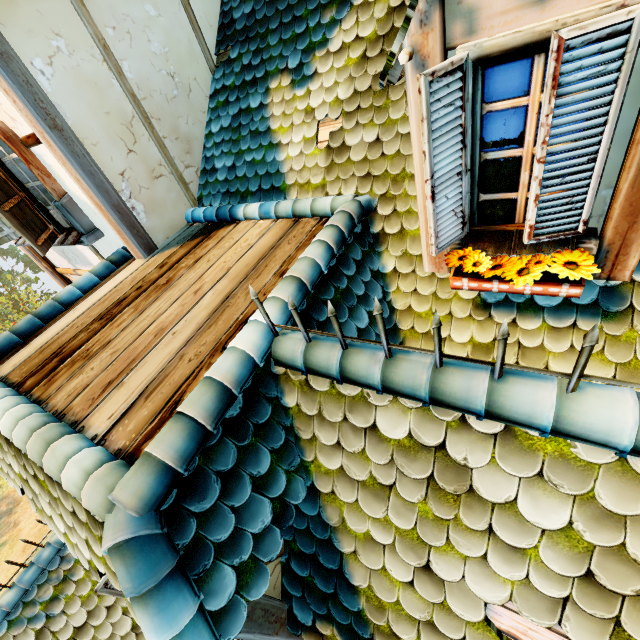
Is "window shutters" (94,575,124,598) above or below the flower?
below

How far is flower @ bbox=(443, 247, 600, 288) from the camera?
2.0 meters

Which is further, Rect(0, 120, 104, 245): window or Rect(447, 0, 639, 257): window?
Rect(0, 120, 104, 245): window

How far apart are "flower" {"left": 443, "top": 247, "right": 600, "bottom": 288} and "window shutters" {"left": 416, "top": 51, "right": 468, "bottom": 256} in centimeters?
9cm

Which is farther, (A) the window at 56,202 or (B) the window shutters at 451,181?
(A) the window at 56,202

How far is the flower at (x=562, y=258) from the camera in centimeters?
199cm

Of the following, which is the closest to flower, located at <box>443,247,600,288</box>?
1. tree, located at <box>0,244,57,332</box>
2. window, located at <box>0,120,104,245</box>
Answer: window, located at <box>0,120,104,245</box>

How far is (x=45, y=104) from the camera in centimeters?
314cm
